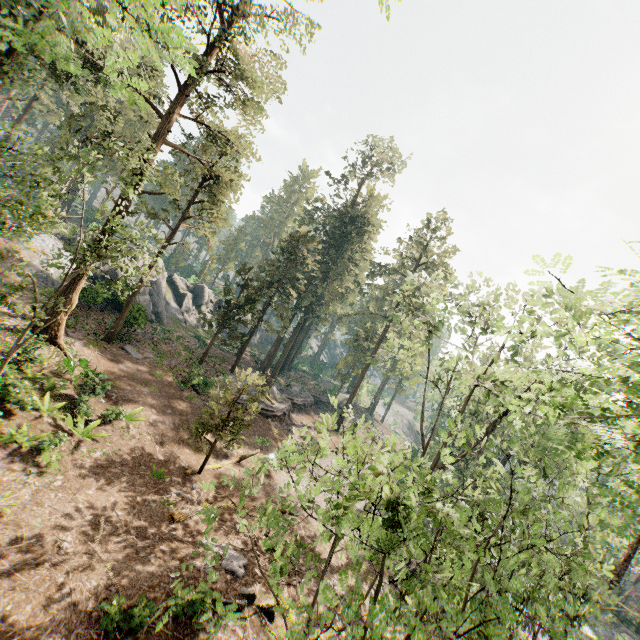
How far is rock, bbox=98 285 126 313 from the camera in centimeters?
2595cm

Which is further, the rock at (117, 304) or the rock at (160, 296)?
the rock at (160, 296)

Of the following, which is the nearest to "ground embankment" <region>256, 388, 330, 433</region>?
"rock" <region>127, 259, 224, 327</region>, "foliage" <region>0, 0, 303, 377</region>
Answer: "foliage" <region>0, 0, 303, 377</region>

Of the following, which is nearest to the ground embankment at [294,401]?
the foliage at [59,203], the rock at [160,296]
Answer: the foliage at [59,203]

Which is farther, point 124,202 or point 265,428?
point 265,428

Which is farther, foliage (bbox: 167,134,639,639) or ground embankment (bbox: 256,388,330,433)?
ground embankment (bbox: 256,388,330,433)
